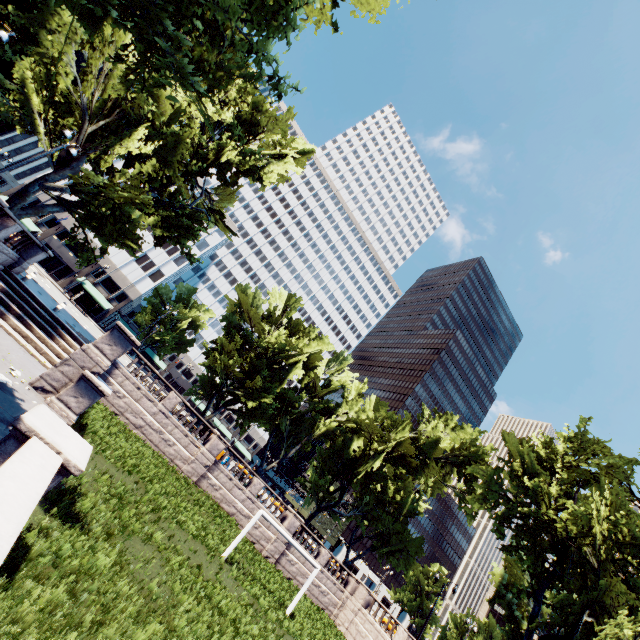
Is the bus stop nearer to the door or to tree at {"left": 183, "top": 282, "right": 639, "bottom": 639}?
tree at {"left": 183, "top": 282, "right": 639, "bottom": 639}

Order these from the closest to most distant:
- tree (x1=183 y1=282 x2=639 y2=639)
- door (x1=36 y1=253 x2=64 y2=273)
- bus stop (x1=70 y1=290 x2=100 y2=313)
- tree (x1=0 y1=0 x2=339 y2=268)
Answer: tree (x1=0 y1=0 x2=339 y2=268) < tree (x1=183 y1=282 x2=639 y2=639) < bus stop (x1=70 y1=290 x2=100 y2=313) < door (x1=36 y1=253 x2=64 y2=273)

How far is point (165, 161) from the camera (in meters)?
22.50

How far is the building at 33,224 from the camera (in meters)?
54.16

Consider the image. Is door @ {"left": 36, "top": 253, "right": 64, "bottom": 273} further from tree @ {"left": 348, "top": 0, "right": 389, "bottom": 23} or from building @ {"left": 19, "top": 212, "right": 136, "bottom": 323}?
tree @ {"left": 348, "top": 0, "right": 389, "bottom": 23}

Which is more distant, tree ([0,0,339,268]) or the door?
the door

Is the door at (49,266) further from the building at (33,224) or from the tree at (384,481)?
the tree at (384,481)
